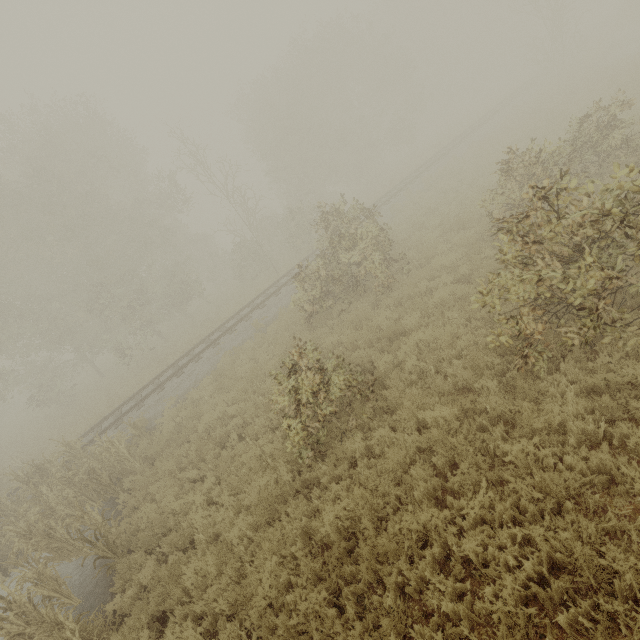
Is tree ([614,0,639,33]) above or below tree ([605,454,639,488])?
above

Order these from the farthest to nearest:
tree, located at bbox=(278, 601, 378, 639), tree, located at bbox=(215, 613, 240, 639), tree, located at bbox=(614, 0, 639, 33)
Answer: Answer:
1. tree, located at bbox=(614, 0, 639, 33)
2. tree, located at bbox=(215, 613, 240, 639)
3. tree, located at bbox=(278, 601, 378, 639)

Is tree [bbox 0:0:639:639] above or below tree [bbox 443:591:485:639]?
above

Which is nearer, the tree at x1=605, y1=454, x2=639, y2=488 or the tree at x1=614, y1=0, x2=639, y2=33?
the tree at x1=605, y1=454, x2=639, y2=488

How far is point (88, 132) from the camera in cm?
2566

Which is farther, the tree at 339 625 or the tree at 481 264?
the tree at 481 264

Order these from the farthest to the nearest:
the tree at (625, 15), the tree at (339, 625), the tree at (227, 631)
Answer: the tree at (625, 15) < the tree at (227, 631) < the tree at (339, 625)
